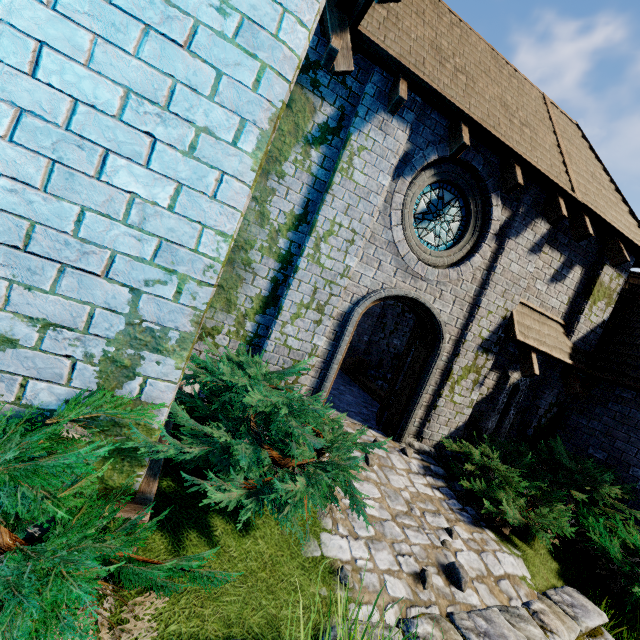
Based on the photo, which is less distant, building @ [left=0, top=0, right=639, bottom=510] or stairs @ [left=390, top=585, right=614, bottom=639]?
building @ [left=0, top=0, right=639, bottom=510]

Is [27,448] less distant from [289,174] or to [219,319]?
[219,319]

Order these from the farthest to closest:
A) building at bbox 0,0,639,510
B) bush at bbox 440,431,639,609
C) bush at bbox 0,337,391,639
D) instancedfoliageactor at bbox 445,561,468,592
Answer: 1. bush at bbox 440,431,639,609
2. instancedfoliageactor at bbox 445,561,468,592
3. building at bbox 0,0,639,510
4. bush at bbox 0,337,391,639

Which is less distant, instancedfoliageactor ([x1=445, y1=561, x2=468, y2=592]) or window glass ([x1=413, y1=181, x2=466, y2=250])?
instancedfoliageactor ([x1=445, y1=561, x2=468, y2=592])

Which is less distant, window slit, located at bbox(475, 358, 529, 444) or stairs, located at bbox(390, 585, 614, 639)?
stairs, located at bbox(390, 585, 614, 639)

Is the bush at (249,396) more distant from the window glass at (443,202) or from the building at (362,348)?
the window glass at (443,202)

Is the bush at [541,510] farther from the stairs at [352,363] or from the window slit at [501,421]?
the stairs at [352,363]

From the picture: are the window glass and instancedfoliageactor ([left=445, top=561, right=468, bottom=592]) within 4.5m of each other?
no
